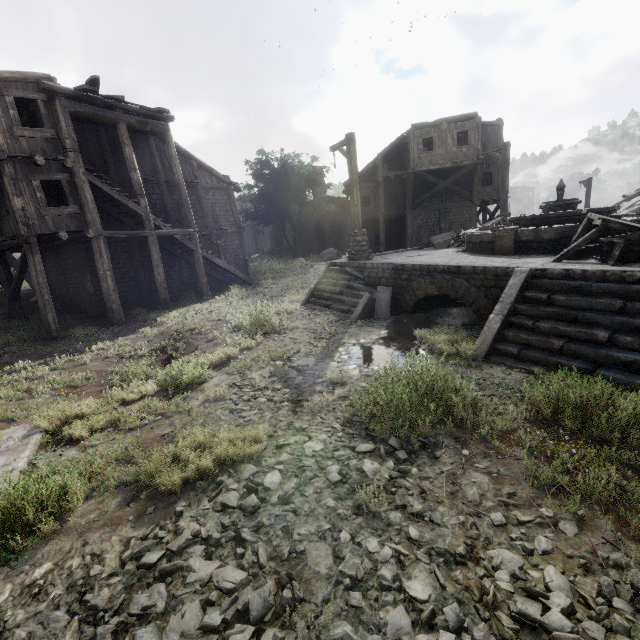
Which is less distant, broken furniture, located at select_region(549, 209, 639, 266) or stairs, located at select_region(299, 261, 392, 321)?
broken furniture, located at select_region(549, 209, 639, 266)

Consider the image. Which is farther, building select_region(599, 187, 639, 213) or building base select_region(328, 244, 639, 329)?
building select_region(599, 187, 639, 213)

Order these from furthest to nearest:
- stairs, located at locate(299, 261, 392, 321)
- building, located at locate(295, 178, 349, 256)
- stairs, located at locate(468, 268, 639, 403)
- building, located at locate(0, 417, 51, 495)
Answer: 1. building, located at locate(295, 178, 349, 256)
2. stairs, located at locate(299, 261, 392, 321)
3. stairs, located at locate(468, 268, 639, 403)
4. building, located at locate(0, 417, 51, 495)

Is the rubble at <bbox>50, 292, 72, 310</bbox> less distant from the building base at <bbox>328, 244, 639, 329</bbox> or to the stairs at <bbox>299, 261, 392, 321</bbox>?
the stairs at <bbox>299, 261, 392, 321</bbox>

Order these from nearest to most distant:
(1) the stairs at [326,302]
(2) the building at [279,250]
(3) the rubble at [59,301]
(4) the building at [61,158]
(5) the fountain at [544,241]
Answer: (5) the fountain at [544,241] → (1) the stairs at [326,302] → (4) the building at [61,158] → (3) the rubble at [59,301] → (2) the building at [279,250]

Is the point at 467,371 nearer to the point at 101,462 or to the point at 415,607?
the point at 415,607

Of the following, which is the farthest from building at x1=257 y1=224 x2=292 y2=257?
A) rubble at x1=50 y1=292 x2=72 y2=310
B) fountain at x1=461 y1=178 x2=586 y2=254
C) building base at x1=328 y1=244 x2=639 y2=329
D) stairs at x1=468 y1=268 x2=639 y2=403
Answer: fountain at x1=461 y1=178 x2=586 y2=254

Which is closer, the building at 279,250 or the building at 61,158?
the building at 61,158
